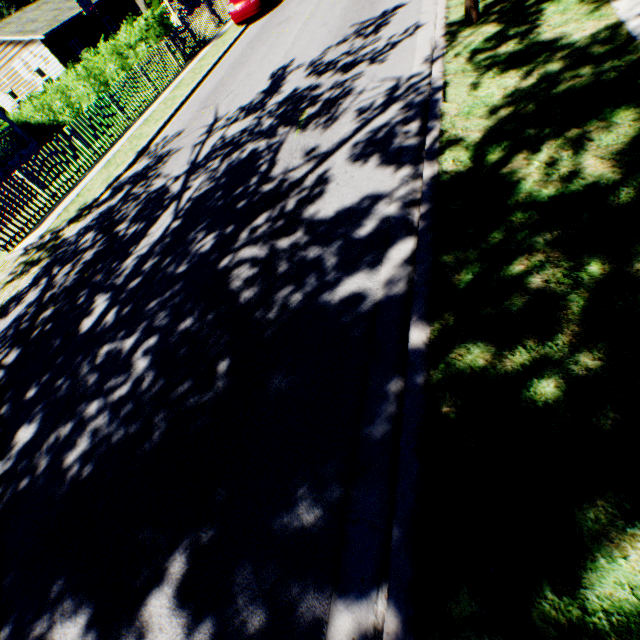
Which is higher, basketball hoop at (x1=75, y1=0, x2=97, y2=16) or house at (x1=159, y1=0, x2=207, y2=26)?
basketball hoop at (x1=75, y1=0, x2=97, y2=16)

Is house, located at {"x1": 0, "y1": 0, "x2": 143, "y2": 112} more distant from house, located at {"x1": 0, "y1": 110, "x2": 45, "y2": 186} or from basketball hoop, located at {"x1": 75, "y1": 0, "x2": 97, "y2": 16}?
house, located at {"x1": 0, "y1": 110, "x2": 45, "y2": 186}

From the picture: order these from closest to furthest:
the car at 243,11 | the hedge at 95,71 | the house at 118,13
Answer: the car at 243,11 → the hedge at 95,71 → the house at 118,13

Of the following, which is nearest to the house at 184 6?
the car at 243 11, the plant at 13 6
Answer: the car at 243 11

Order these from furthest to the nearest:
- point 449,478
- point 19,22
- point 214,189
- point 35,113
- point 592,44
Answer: point 19,22 → point 35,113 → point 214,189 → point 592,44 → point 449,478

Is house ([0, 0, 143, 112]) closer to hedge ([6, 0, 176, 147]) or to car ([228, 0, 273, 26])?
hedge ([6, 0, 176, 147])

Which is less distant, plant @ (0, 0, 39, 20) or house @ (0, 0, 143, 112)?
house @ (0, 0, 143, 112)
